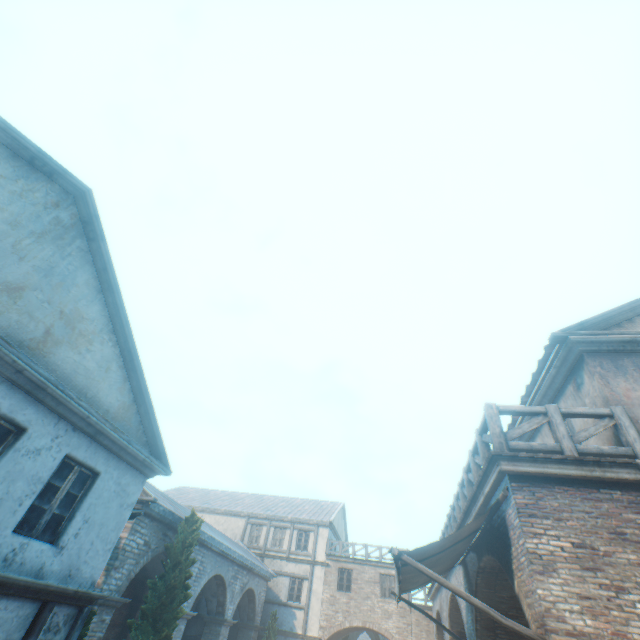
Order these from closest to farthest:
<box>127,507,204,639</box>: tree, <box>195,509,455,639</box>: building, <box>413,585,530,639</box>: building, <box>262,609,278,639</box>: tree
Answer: <box>413,585,530,639</box>: building → <box>127,507,204,639</box>: tree → <box>262,609,278,639</box>: tree → <box>195,509,455,639</box>: building

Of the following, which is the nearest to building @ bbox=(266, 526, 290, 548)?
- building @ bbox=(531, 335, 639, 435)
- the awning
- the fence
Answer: building @ bbox=(531, 335, 639, 435)

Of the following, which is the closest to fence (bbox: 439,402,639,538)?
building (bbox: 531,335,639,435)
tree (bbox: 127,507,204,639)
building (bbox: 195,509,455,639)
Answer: building (bbox: 531,335,639,435)

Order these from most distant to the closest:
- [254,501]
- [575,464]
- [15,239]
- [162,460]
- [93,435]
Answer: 1. [254,501]
2. [162,460]
3. [93,435]
4. [15,239]
5. [575,464]

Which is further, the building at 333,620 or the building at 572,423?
the building at 333,620

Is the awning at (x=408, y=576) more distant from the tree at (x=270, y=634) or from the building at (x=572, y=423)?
the tree at (x=270, y=634)

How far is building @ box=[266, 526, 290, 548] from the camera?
25.30m
